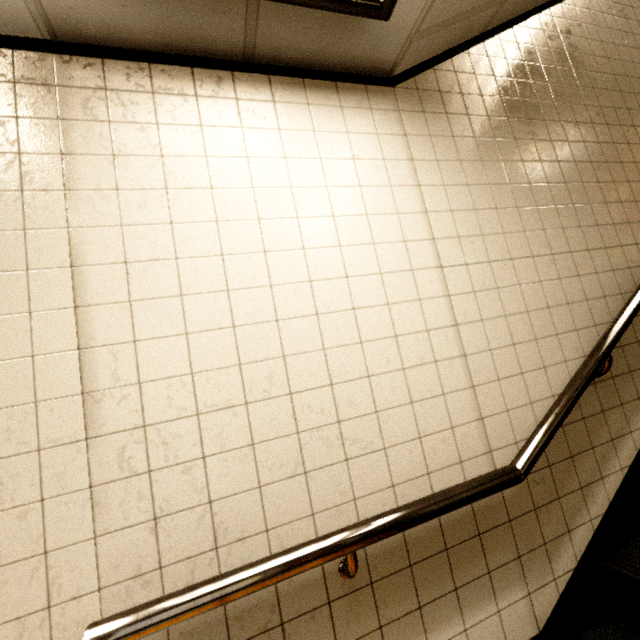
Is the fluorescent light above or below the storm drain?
below

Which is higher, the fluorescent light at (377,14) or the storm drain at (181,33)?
the storm drain at (181,33)

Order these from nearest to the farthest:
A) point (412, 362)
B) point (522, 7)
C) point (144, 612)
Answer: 1. point (144, 612)
2. point (412, 362)
3. point (522, 7)
